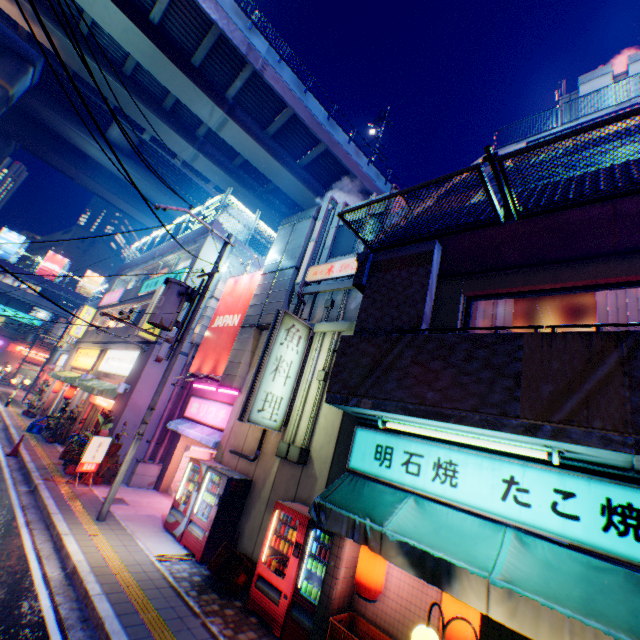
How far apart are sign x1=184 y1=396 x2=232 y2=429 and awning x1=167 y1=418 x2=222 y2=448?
0.07m

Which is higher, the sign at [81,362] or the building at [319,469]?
the sign at [81,362]

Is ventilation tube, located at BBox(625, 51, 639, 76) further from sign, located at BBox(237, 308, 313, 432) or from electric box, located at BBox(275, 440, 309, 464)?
electric box, located at BBox(275, 440, 309, 464)

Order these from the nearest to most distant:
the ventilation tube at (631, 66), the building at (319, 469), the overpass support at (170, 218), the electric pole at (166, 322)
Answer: the building at (319, 469) < the electric pole at (166, 322) < the ventilation tube at (631, 66) < the overpass support at (170, 218)

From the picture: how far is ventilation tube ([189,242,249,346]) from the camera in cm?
1541

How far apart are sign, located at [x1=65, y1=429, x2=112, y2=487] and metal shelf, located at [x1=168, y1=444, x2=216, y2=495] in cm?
309

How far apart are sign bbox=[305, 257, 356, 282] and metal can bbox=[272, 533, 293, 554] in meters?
7.3 m

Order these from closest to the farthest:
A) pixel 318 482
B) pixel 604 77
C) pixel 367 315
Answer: pixel 367 315, pixel 318 482, pixel 604 77
